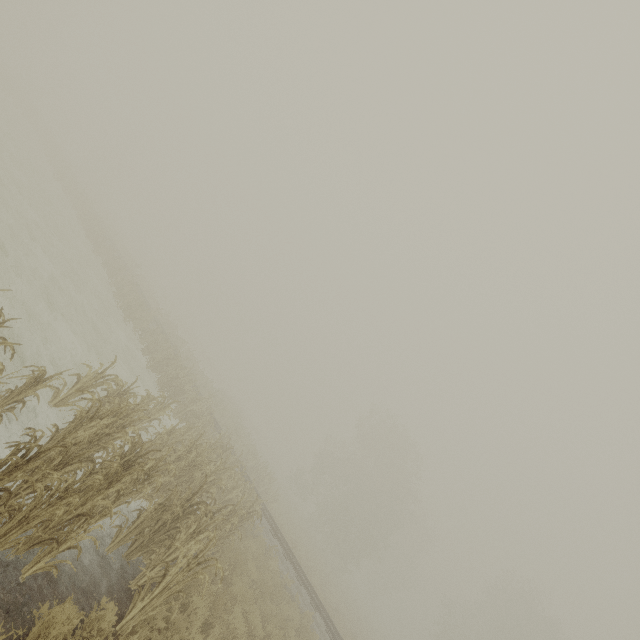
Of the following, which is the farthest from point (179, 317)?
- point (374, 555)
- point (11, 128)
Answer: point (374, 555)
